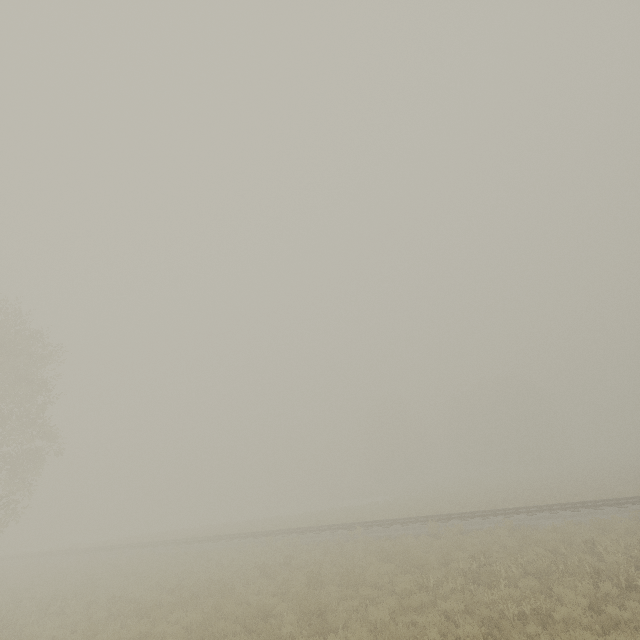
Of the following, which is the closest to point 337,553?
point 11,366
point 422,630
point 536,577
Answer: point 536,577
